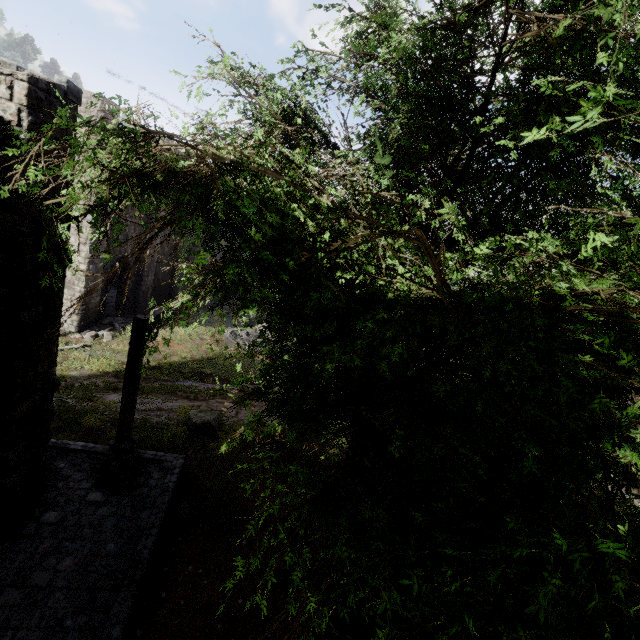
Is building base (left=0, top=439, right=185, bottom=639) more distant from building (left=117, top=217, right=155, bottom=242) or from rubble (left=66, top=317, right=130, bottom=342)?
rubble (left=66, top=317, right=130, bottom=342)

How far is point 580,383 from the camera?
2.3 meters

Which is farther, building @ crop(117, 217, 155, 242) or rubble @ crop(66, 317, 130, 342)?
building @ crop(117, 217, 155, 242)

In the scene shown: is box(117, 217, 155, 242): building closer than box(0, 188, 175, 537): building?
No

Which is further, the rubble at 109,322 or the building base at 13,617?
the rubble at 109,322

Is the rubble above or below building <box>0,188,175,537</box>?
below

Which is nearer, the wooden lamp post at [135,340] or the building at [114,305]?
the building at [114,305]
